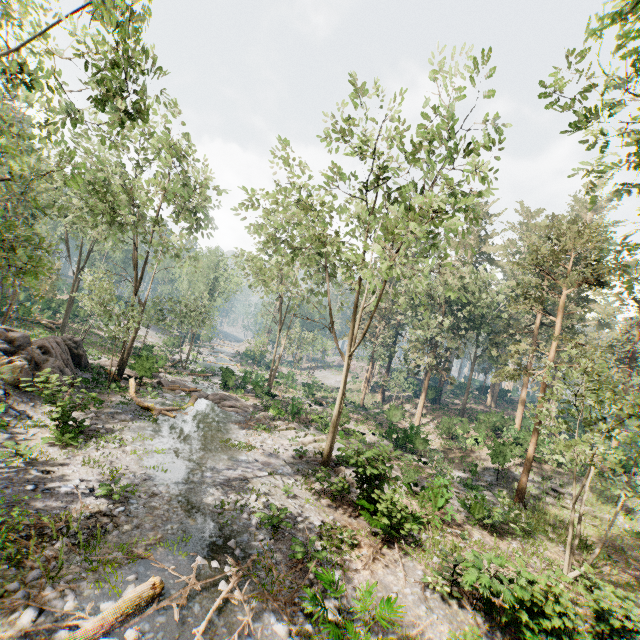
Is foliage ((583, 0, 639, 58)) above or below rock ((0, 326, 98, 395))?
above

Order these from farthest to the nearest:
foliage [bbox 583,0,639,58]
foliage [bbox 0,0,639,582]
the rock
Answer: the rock < foliage [bbox 0,0,639,582] < foliage [bbox 583,0,639,58]

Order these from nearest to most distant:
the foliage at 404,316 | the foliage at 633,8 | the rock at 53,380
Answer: the foliage at 633,8 → the foliage at 404,316 → the rock at 53,380

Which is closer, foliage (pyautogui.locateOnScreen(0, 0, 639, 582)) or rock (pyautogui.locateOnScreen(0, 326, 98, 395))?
foliage (pyautogui.locateOnScreen(0, 0, 639, 582))

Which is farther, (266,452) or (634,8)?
(266,452)

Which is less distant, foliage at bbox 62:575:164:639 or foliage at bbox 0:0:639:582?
foliage at bbox 62:575:164:639

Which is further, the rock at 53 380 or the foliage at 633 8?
the rock at 53 380
